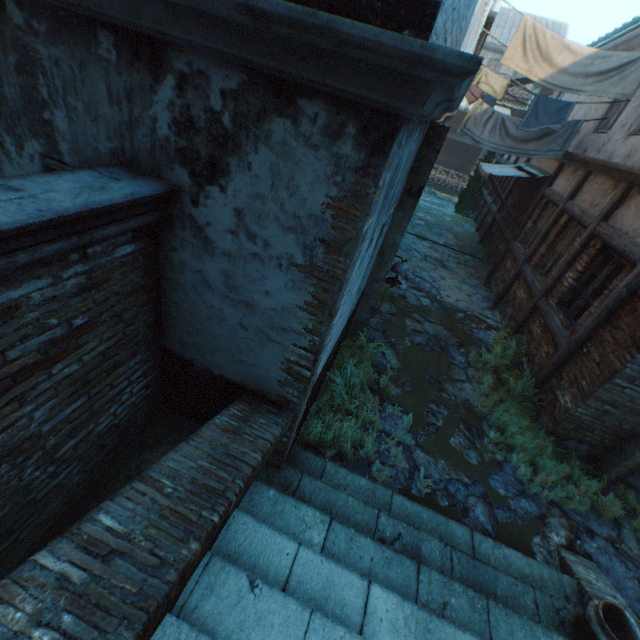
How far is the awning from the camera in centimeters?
956cm

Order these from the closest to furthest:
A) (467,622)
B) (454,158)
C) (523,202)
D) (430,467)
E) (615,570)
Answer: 1. (467,622)
2. (615,570)
3. (430,467)
4. (523,202)
5. (454,158)

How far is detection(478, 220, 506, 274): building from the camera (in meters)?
11.15

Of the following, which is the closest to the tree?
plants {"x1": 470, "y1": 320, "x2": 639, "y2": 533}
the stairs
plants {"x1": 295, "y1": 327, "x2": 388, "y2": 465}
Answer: plants {"x1": 470, "y1": 320, "x2": 639, "y2": 533}

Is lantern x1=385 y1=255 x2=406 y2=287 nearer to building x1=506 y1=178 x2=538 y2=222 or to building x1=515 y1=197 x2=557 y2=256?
building x1=506 y1=178 x2=538 y2=222

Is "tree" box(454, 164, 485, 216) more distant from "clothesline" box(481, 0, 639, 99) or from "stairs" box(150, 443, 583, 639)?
"stairs" box(150, 443, 583, 639)

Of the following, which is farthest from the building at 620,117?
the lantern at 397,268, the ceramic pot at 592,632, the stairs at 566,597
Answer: the lantern at 397,268

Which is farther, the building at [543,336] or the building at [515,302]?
the building at [515,302]
